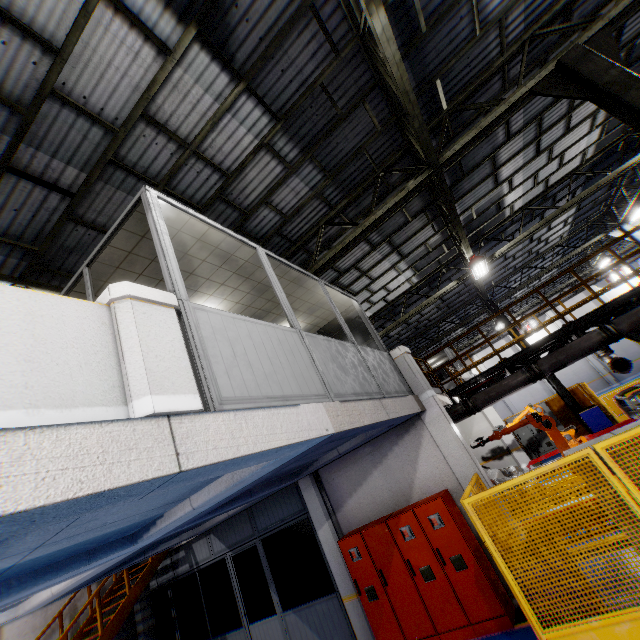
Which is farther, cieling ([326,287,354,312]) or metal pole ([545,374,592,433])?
metal pole ([545,374,592,433])

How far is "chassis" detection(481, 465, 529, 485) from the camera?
10.4 meters

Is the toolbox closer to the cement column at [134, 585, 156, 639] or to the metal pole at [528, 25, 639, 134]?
the metal pole at [528, 25, 639, 134]

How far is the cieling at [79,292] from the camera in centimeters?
457cm

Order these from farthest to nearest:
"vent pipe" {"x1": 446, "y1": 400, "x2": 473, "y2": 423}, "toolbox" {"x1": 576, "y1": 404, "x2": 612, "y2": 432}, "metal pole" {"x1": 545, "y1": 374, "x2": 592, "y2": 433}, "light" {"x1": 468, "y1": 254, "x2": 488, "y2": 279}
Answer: "metal pole" {"x1": 545, "y1": 374, "x2": 592, "y2": 433} < "toolbox" {"x1": 576, "y1": 404, "x2": 612, "y2": 432} < "light" {"x1": 468, "y1": 254, "x2": 488, "y2": 279} < "vent pipe" {"x1": 446, "y1": 400, "x2": 473, "y2": 423}

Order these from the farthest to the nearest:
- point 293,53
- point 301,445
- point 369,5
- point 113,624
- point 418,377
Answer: point 113,624 → point 418,377 → point 293,53 → point 369,5 → point 301,445

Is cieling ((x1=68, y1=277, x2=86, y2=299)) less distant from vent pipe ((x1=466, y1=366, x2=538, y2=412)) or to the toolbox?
vent pipe ((x1=466, y1=366, x2=538, y2=412))

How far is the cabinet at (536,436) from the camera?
15.83m
